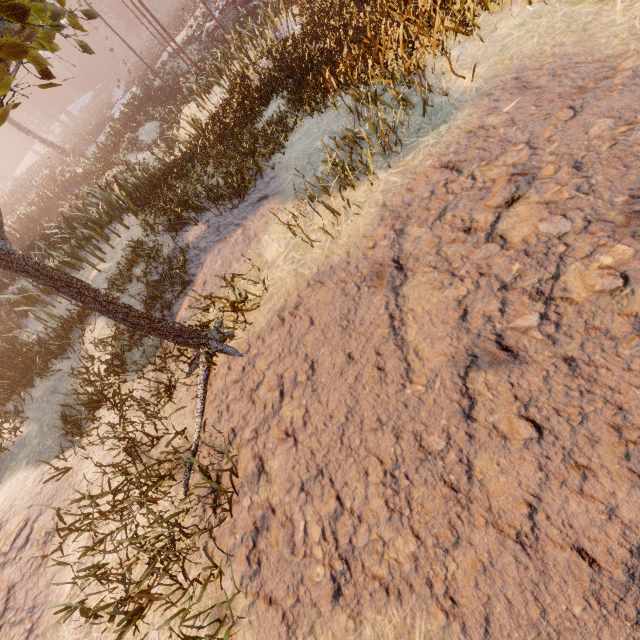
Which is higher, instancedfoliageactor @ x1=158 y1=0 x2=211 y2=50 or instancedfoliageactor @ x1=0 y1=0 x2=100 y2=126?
instancedfoliageactor @ x1=0 y1=0 x2=100 y2=126

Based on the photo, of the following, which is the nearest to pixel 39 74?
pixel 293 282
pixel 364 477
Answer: pixel 293 282

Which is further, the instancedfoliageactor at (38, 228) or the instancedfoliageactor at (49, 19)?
the instancedfoliageactor at (38, 228)

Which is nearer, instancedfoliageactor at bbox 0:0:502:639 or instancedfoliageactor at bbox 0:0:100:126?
instancedfoliageactor at bbox 0:0:100:126

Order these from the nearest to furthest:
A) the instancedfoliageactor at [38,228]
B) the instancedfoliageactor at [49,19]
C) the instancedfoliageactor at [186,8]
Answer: the instancedfoliageactor at [49,19]
the instancedfoliageactor at [38,228]
the instancedfoliageactor at [186,8]

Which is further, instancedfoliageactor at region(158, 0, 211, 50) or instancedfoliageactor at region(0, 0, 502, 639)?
instancedfoliageactor at region(158, 0, 211, 50)

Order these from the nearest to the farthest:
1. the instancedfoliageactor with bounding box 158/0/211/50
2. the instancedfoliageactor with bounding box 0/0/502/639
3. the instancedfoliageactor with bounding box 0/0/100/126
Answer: the instancedfoliageactor with bounding box 0/0/100/126 → the instancedfoliageactor with bounding box 0/0/502/639 → the instancedfoliageactor with bounding box 158/0/211/50

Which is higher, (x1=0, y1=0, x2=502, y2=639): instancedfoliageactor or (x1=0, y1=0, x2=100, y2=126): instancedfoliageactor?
(x1=0, y1=0, x2=100, y2=126): instancedfoliageactor
